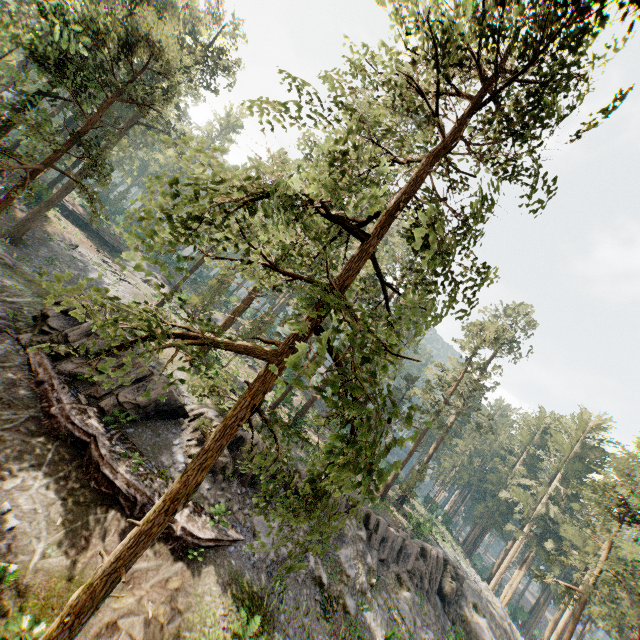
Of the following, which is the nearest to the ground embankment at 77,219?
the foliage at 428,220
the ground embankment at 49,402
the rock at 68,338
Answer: the foliage at 428,220

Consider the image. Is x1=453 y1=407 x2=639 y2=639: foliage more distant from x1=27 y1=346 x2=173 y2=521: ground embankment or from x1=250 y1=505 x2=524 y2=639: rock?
x1=27 y1=346 x2=173 y2=521: ground embankment

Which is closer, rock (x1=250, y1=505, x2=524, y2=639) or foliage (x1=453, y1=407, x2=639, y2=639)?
rock (x1=250, y1=505, x2=524, y2=639)

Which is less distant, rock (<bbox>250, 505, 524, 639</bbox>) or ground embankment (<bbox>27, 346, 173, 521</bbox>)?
ground embankment (<bbox>27, 346, 173, 521</bbox>)

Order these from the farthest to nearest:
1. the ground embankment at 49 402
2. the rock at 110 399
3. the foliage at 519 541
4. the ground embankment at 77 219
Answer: the ground embankment at 77 219, the foliage at 519 541, the rock at 110 399, the ground embankment at 49 402

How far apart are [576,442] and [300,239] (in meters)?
61.49
